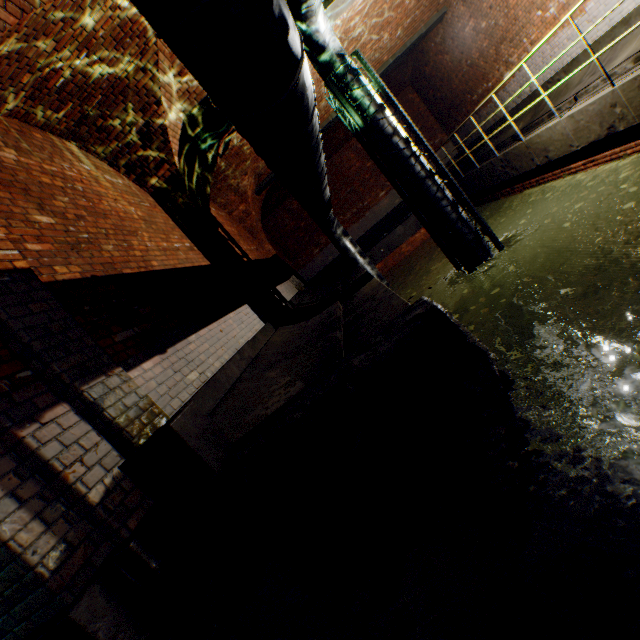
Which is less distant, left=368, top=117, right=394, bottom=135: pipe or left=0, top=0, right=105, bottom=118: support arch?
left=0, top=0, right=105, bottom=118: support arch

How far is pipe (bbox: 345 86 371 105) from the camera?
5.9m

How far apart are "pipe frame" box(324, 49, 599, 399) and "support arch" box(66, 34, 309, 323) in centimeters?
258cm

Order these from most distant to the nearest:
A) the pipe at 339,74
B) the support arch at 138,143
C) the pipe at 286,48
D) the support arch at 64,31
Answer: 1. the pipe at 339,74
2. the support arch at 138,143
3. the support arch at 64,31
4. the pipe at 286,48

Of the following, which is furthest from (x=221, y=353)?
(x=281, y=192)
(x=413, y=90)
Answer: (x=413, y=90)

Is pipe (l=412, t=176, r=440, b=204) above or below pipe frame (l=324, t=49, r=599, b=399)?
above

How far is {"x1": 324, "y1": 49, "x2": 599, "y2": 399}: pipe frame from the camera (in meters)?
5.84

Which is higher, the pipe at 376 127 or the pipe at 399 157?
the pipe at 376 127
